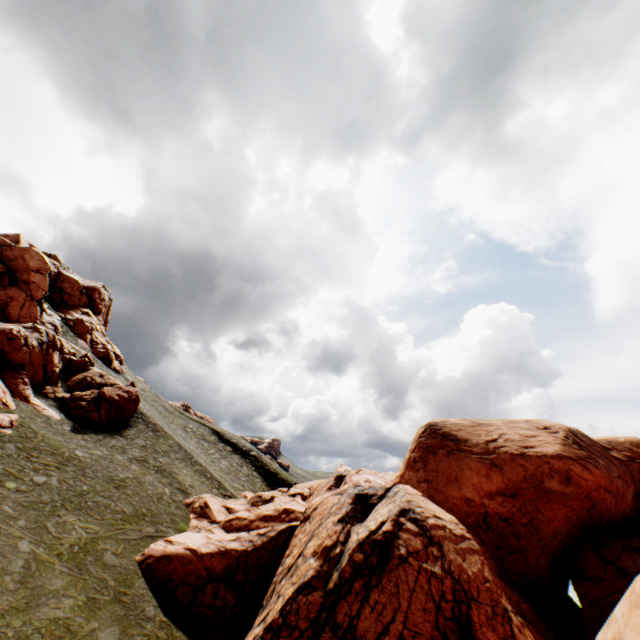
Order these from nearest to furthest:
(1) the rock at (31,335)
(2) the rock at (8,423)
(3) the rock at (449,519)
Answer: (3) the rock at (449,519) < (2) the rock at (8,423) < (1) the rock at (31,335)

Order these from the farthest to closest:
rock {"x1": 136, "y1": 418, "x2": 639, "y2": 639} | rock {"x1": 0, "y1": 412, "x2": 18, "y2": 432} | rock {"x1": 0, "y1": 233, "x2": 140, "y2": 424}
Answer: rock {"x1": 0, "y1": 233, "x2": 140, "y2": 424} → rock {"x1": 0, "y1": 412, "x2": 18, "y2": 432} → rock {"x1": 136, "y1": 418, "x2": 639, "y2": 639}

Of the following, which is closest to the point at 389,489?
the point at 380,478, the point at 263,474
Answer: the point at 380,478

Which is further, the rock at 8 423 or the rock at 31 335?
the rock at 31 335

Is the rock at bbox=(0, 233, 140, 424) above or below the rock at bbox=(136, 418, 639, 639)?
above

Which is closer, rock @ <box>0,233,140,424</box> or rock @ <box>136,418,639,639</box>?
rock @ <box>136,418,639,639</box>
